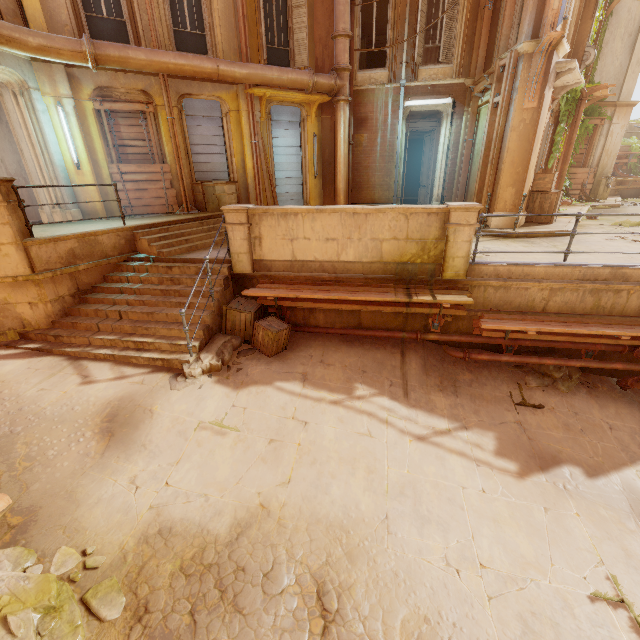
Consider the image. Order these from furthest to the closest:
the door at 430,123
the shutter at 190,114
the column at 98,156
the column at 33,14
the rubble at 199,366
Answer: the door at 430,123 → the shutter at 190,114 → the column at 98,156 → the column at 33,14 → the rubble at 199,366

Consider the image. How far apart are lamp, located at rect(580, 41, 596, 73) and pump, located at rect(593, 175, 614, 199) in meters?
7.5

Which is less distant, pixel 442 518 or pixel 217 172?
pixel 442 518

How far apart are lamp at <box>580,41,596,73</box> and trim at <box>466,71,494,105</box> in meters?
4.0 m

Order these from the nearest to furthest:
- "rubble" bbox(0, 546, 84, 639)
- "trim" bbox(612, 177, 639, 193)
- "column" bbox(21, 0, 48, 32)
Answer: "rubble" bbox(0, 546, 84, 639)
"column" bbox(21, 0, 48, 32)
"trim" bbox(612, 177, 639, 193)

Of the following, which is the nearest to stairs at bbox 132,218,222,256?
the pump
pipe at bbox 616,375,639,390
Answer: pipe at bbox 616,375,639,390

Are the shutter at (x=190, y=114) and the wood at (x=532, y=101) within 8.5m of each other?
no

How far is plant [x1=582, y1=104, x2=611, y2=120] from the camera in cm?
1552
